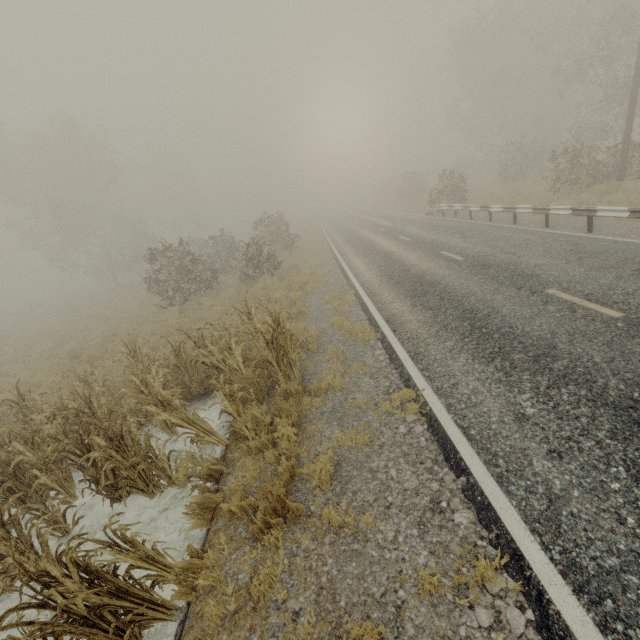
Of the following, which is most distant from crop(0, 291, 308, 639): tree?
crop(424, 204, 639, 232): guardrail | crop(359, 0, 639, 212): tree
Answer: crop(359, 0, 639, 212): tree

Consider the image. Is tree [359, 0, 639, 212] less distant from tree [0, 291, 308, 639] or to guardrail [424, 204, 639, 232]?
guardrail [424, 204, 639, 232]

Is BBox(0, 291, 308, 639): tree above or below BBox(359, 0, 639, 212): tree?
below

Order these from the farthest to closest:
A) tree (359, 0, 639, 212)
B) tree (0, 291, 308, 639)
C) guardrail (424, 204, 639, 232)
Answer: tree (359, 0, 639, 212), guardrail (424, 204, 639, 232), tree (0, 291, 308, 639)

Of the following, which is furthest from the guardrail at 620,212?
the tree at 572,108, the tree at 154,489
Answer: the tree at 572,108

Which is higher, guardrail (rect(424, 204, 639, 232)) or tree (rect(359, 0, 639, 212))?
tree (rect(359, 0, 639, 212))

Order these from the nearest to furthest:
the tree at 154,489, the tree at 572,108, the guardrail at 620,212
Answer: the tree at 154,489, the guardrail at 620,212, the tree at 572,108

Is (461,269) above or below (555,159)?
below
